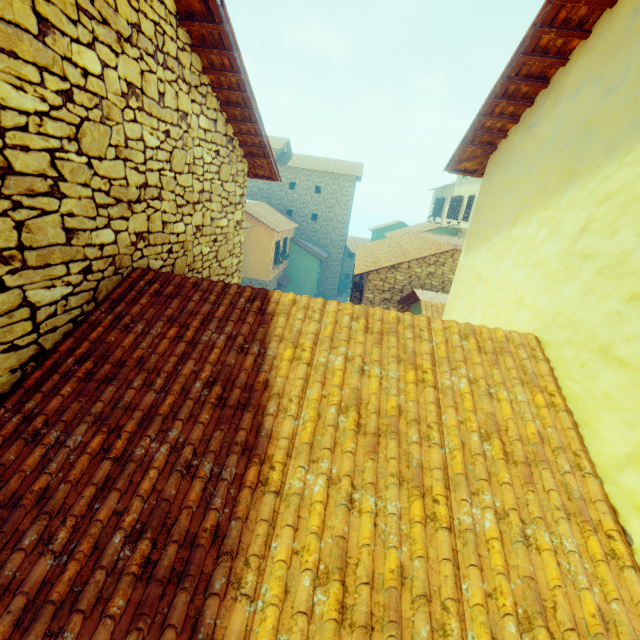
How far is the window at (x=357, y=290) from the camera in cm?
1330

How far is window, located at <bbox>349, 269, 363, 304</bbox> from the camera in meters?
13.3 m

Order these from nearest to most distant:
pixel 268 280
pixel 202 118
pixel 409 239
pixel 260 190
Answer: pixel 202 118 → pixel 409 239 → pixel 268 280 → pixel 260 190
